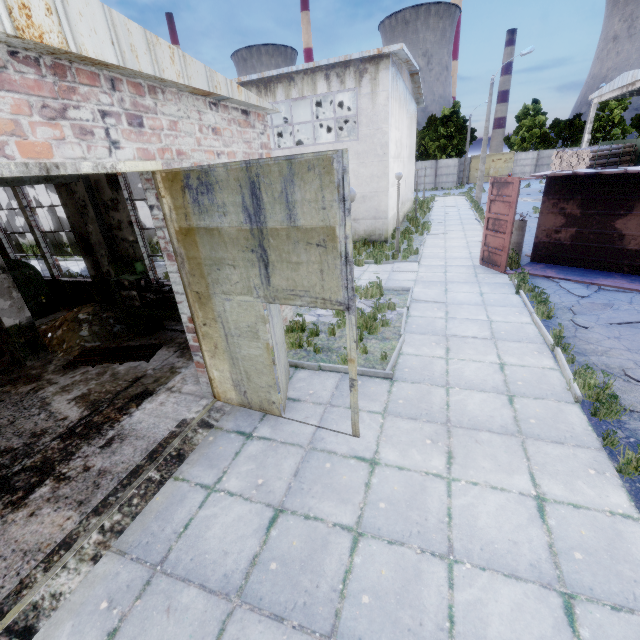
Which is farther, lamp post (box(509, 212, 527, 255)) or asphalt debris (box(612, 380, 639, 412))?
lamp post (box(509, 212, 527, 255))

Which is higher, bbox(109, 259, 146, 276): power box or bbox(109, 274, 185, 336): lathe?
bbox(109, 259, 146, 276): power box

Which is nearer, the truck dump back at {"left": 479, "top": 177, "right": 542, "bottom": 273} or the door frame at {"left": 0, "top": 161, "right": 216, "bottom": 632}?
the door frame at {"left": 0, "top": 161, "right": 216, "bottom": 632}

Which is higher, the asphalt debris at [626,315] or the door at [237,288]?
the door at [237,288]

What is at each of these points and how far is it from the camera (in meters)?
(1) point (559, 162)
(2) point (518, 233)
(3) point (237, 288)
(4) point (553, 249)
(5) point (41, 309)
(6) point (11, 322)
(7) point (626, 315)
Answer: (1) log pile, 27.06
(2) lamp post, 12.43
(3) door, 4.54
(4) truck dump body, 11.09
(5) band saw, 10.66
(6) column beam, 7.37
(7) asphalt debris, 7.64

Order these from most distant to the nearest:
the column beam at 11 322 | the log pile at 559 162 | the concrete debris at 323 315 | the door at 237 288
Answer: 1. the log pile at 559 162
2. the concrete debris at 323 315
3. the column beam at 11 322
4. the door at 237 288

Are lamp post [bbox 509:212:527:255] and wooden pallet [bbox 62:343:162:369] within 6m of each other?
no

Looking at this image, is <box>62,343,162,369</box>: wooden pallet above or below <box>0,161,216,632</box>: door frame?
below
